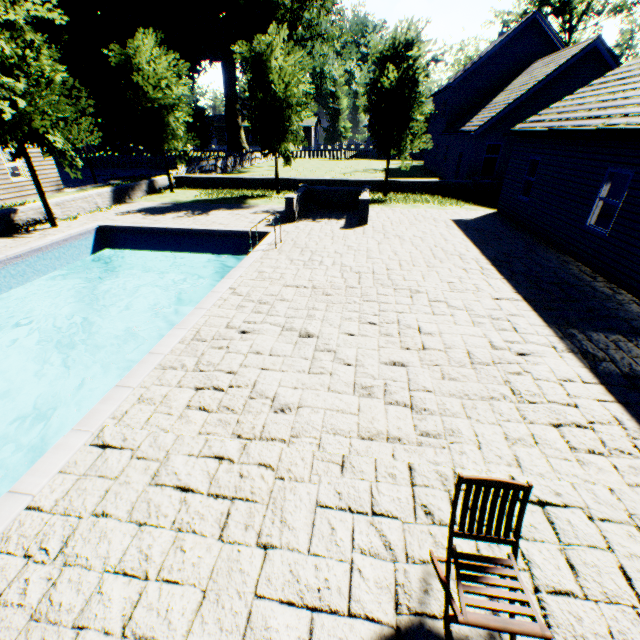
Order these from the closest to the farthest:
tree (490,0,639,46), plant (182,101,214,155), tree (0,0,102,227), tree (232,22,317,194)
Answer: tree (0,0,102,227) → tree (232,22,317,194) → tree (490,0,639,46) → plant (182,101,214,155)

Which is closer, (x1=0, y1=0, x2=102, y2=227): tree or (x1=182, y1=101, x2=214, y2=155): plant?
(x1=0, y1=0, x2=102, y2=227): tree

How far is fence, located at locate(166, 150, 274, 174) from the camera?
25.20m

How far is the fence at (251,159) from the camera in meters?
25.2 m

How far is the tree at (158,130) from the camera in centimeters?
1678cm

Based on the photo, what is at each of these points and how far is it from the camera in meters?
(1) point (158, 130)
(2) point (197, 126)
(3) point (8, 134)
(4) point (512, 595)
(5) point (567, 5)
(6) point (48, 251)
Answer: (1) tree, 18.4
(2) plant, 34.8
(3) tree, 10.6
(4) chair, 2.3
(5) tree, 33.3
(6) swimming pool, 11.4

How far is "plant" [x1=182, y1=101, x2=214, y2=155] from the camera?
34.4 meters

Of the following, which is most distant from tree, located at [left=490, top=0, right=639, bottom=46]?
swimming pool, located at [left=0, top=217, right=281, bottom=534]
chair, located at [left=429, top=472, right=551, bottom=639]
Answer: chair, located at [left=429, top=472, right=551, bottom=639]
